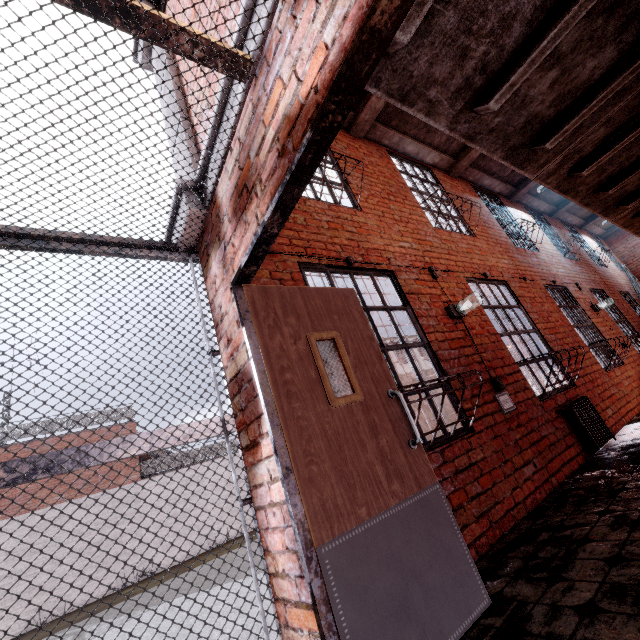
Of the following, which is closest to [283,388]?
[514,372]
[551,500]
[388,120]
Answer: [551,500]

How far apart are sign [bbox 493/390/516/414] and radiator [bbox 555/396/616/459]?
0.9m

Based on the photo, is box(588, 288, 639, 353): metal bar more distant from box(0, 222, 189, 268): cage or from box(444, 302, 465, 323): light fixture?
box(0, 222, 189, 268): cage

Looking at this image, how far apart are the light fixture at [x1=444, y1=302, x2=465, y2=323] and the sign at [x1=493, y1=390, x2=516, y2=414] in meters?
0.9

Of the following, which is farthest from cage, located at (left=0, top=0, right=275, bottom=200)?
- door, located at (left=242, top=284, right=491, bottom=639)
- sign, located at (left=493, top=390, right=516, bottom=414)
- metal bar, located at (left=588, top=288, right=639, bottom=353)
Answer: metal bar, located at (left=588, top=288, right=639, bottom=353)

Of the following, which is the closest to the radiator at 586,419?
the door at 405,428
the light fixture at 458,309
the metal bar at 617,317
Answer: the light fixture at 458,309

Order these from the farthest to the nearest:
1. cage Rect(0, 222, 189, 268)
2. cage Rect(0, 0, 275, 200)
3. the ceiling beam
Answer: the ceiling beam, cage Rect(0, 222, 189, 268), cage Rect(0, 0, 275, 200)

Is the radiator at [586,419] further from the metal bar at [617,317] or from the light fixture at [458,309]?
the metal bar at [617,317]
